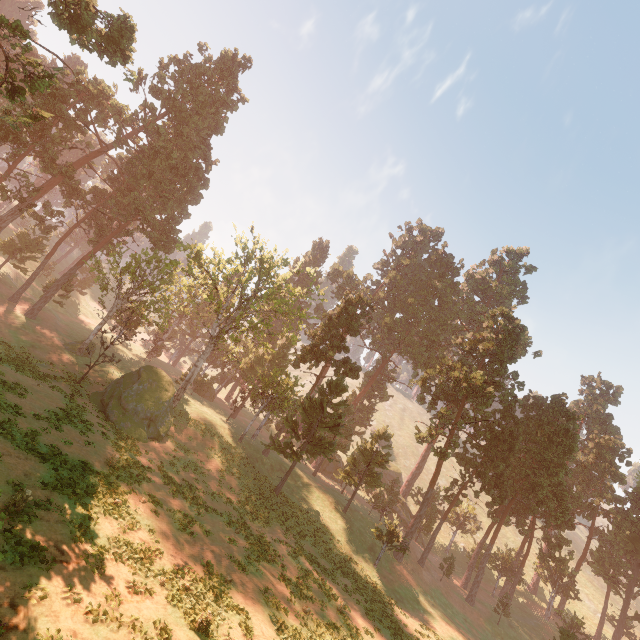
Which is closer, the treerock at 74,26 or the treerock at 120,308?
the treerock at 74,26

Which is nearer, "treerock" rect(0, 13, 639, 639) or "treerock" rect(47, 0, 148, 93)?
"treerock" rect(47, 0, 148, 93)

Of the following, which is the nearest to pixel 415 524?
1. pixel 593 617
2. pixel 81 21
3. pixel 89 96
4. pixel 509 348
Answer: pixel 509 348
